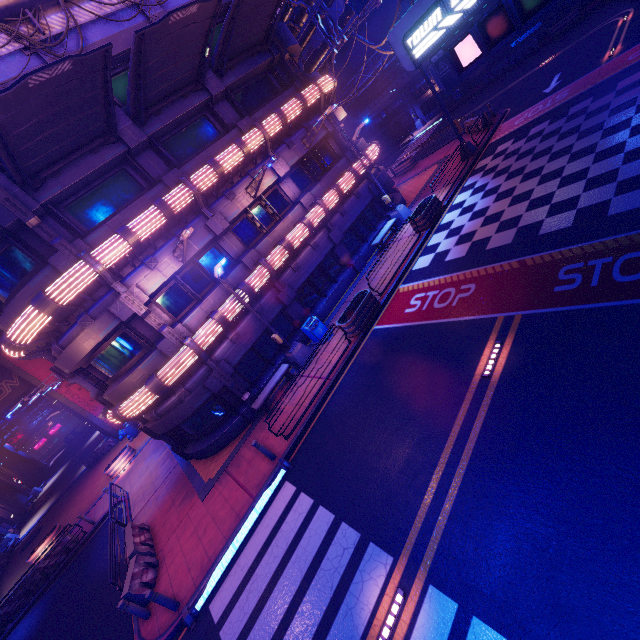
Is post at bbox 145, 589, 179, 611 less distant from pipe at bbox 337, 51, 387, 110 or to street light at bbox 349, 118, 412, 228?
street light at bbox 349, 118, 412, 228

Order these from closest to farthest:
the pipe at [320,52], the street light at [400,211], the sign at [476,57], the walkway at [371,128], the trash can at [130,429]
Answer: the sign at [476,57] → the street light at [400,211] → the pipe at [320,52] → the trash can at [130,429] → the walkway at [371,128]

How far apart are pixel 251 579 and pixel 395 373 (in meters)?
7.18

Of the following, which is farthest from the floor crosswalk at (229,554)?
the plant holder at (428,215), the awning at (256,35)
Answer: the awning at (256,35)

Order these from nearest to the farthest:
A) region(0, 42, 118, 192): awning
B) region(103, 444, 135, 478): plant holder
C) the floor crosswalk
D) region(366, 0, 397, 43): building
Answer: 1. region(0, 42, 118, 192): awning
2. the floor crosswalk
3. region(103, 444, 135, 478): plant holder
4. region(366, 0, 397, 43): building

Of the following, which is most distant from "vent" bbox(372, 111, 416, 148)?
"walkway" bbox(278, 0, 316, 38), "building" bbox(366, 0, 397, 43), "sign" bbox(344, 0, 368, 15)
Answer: "sign" bbox(344, 0, 368, 15)

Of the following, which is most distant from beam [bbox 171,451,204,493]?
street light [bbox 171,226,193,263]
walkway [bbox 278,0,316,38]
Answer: walkway [bbox 278,0,316,38]

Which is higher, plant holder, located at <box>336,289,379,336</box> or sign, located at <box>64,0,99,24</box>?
sign, located at <box>64,0,99,24</box>
